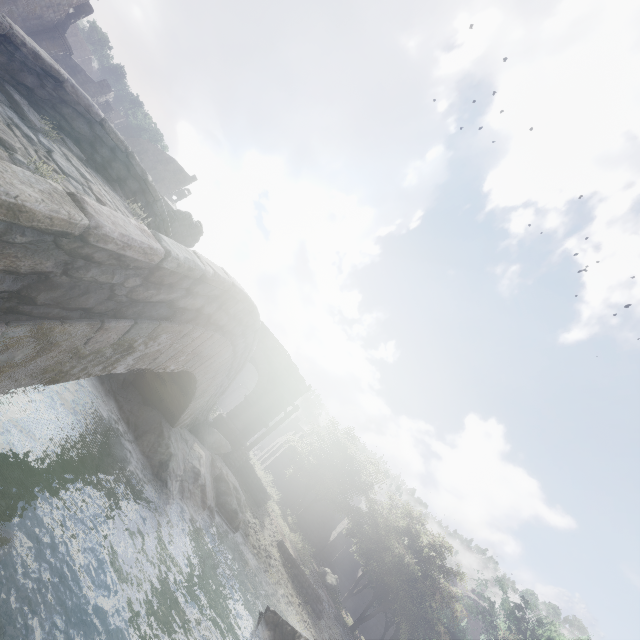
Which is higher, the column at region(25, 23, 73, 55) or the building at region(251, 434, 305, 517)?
the column at region(25, 23, 73, 55)

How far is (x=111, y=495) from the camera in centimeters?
775cm

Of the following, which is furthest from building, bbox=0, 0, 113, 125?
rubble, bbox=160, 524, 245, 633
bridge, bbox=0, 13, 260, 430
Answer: rubble, bbox=160, 524, 245, 633

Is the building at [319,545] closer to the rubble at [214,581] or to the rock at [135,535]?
the rock at [135,535]

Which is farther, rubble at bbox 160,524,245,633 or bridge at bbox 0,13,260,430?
rubble at bbox 160,524,245,633

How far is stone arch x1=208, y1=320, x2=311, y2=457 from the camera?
18.5 meters

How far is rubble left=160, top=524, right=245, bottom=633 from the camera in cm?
918

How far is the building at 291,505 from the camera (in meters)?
32.56
